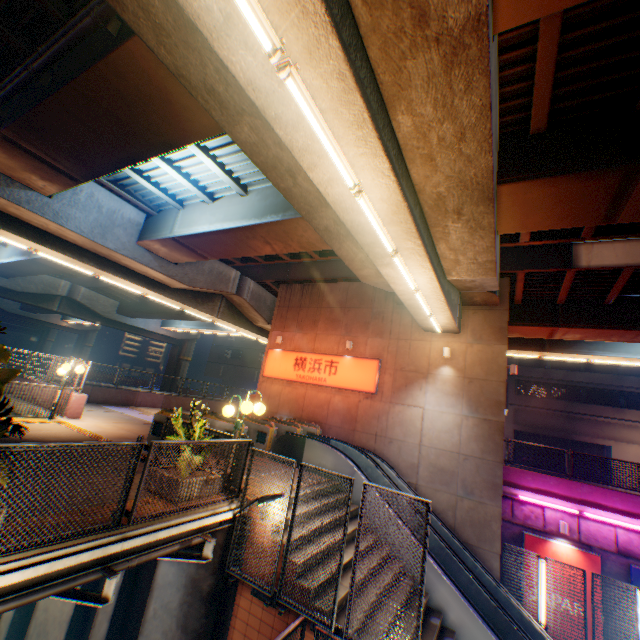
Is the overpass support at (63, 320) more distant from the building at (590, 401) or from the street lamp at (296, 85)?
the building at (590, 401)

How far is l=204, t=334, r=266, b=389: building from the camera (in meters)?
50.29

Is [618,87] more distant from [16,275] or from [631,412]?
[16,275]

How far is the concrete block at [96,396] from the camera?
12.49m

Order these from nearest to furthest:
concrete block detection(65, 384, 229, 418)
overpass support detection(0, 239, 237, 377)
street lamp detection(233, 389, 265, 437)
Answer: street lamp detection(233, 389, 265, 437), concrete block detection(65, 384, 229, 418), overpass support detection(0, 239, 237, 377)

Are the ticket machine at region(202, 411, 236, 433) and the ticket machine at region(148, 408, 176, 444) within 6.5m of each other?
yes

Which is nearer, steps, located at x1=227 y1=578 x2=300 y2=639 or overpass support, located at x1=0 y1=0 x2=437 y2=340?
overpass support, located at x1=0 y1=0 x2=437 y2=340

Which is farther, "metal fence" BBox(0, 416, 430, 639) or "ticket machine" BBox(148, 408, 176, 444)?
"ticket machine" BBox(148, 408, 176, 444)
